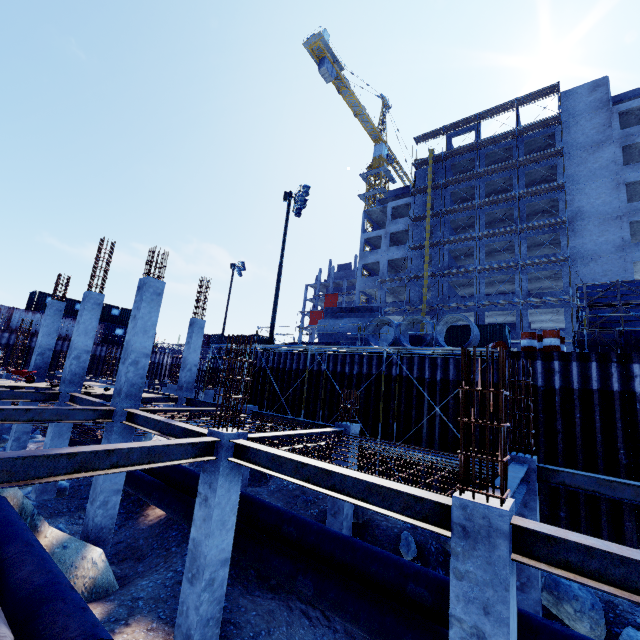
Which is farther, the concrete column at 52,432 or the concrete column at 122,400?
the concrete column at 52,432

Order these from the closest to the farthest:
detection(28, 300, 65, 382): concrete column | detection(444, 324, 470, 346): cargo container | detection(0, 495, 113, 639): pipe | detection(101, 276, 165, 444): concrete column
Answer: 1. detection(0, 495, 113, 639): pipe
2. detection(101, 276, 165, 444): concrete column
3. detection(28, 300, 65, 382): concrete column
4. detection(444, 324, 470, 346): cargo container

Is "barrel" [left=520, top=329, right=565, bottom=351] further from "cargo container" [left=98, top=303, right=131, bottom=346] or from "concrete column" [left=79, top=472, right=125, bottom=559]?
"cargo container" [left=98, top=303, right=131, bottom=346]

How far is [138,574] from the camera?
9.27m

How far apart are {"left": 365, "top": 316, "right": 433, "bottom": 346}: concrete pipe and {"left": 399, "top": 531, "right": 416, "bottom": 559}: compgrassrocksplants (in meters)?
7.20

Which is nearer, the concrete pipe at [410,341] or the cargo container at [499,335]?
the concrete pipe at [410,341]

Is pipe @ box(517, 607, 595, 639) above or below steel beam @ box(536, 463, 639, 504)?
below

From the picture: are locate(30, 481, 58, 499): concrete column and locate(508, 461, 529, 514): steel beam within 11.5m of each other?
no
